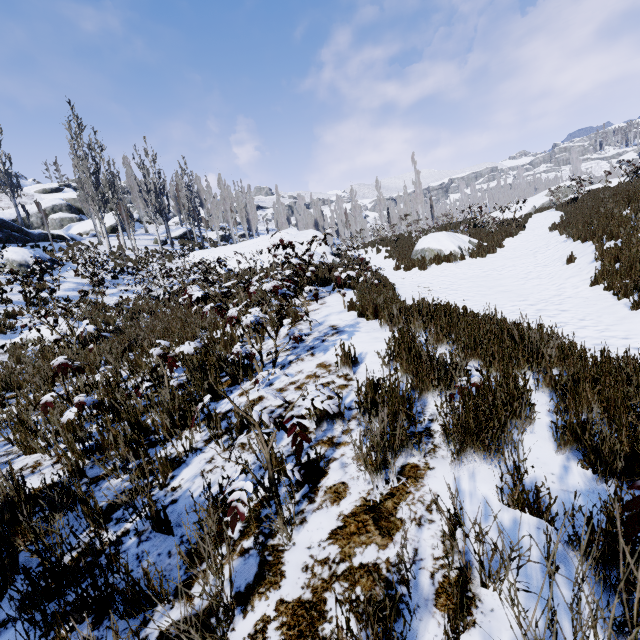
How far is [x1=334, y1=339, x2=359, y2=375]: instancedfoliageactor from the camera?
3.71m

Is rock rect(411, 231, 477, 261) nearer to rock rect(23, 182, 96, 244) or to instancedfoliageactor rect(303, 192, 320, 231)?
instancedfoliageactor rect(303, 192, 320, 231)

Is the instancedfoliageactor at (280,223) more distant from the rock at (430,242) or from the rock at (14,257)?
the rock at (430,242)

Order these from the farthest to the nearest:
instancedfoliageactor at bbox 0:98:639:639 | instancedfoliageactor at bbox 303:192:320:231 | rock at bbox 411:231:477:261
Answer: instancedfoliageactor at bbox 303:192:320:231 → rock at bbox 411:231:477:261 → instancedfoliageactor at bbox 0:98:639:639

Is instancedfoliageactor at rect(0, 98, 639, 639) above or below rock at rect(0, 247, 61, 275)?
below

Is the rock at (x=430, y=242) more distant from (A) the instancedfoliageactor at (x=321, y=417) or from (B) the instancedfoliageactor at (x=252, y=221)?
(B) the instancedfoliageactor at (x=252, y=221)

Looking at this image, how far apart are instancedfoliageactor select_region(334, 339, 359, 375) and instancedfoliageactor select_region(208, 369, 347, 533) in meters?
1.5 m

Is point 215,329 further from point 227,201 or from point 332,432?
point 227,201
